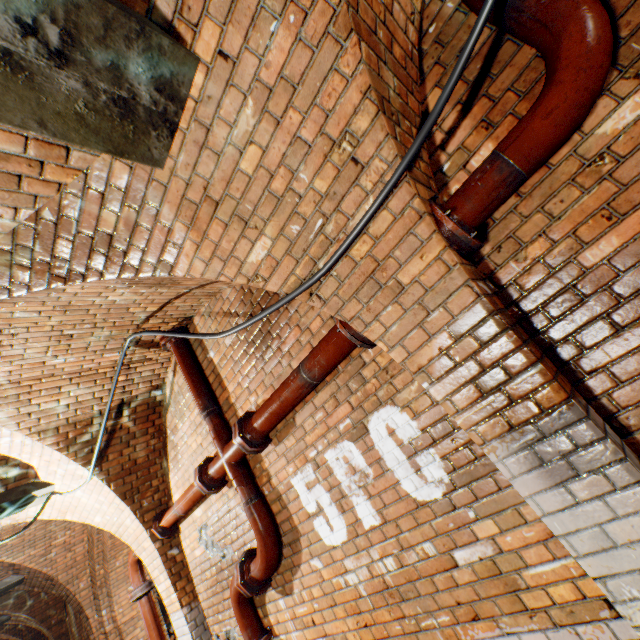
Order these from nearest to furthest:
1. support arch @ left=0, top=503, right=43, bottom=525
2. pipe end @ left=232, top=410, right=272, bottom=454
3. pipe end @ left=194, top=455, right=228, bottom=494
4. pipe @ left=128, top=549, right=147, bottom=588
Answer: pipe end @ left=232, top=410, right=272, bottom=454 → pipe end @ left=194, top=455, right=228, bottom=494 → support arch @ left=0, top=503, right=43, bottom=525 → pipe @ left=128, top=549, right=147, bottom=588

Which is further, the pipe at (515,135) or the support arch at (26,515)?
the support arch at (26,515)

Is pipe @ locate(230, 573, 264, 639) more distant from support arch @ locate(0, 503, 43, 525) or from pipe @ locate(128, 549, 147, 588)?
pipe @ locate(128, 549, 147, 588)

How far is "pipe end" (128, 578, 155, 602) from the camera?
4.96m

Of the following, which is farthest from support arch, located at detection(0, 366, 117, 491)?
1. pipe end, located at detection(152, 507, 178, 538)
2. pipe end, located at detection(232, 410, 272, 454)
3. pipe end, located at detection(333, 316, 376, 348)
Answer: pipe end, located at detection(333, 316, 376, 348)

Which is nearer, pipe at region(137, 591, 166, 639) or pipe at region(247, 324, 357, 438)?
pipe at region(247, 324, 357, 438)

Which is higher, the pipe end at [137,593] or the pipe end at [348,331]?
the pipe end at [348,331]

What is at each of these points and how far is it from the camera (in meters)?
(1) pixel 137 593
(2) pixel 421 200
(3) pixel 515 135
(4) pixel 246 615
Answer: (1) pipe end, 4.97
(2) support arch, 1.57
(3) pipe, 1.43
(4) pipe, 3.19
